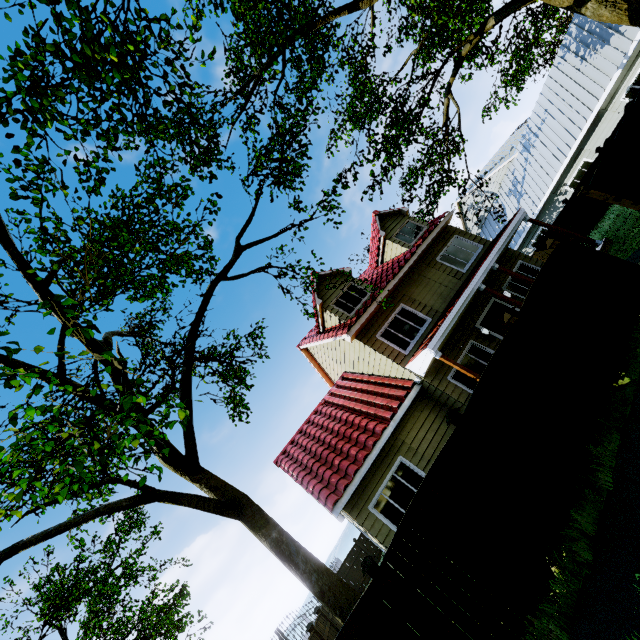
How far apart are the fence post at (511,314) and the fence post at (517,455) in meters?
2.5

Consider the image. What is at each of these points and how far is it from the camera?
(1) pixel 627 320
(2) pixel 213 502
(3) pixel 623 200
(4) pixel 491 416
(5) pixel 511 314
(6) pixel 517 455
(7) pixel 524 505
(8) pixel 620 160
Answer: (1) fence, 6.73m
(2) tree, 7.94m
(3) fence post, 8.72m
(4) fence, 5.86m
(5) fence post, 6.88m
(6) fence post, 5.42m
(7) fence, 5.08m
(8) fence, 9.70m

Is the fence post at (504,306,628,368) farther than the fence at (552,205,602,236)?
No

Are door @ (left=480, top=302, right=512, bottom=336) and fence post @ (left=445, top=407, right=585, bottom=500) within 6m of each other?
no

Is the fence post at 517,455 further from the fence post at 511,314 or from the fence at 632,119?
the fence post at 511,314

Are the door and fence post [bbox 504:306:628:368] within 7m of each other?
yes

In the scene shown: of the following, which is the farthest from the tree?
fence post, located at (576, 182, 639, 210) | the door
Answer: the door

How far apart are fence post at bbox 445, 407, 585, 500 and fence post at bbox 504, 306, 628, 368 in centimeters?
250cm
